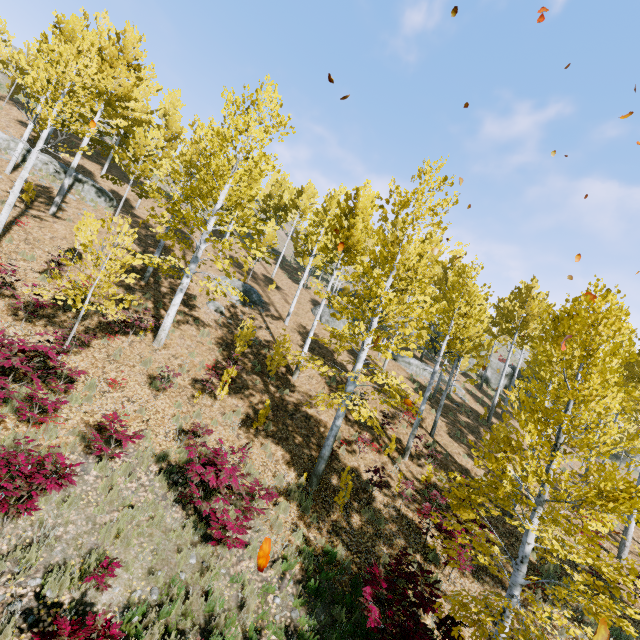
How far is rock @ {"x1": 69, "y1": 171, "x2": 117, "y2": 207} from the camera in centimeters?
2011cm

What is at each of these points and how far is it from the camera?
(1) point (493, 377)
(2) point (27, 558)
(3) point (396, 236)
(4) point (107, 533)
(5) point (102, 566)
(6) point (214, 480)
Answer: (1) rock, 32.5 meters
(2) instancedfoliageactor, 5.4 meters
(3) instancedfoliageactor, 12.0 meters
(4) instancedfoliageactor, 6.3 meters
(5) instancedfoliageactor, 5.8 meters
(6) instancedfoliageactor, 7.1 meters

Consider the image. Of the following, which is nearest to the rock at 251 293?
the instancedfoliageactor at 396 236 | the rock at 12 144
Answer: the instancedfoliageactor at 396 236

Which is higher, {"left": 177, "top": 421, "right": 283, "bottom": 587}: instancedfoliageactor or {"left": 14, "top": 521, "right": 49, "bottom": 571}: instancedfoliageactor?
{"left": 177, "top": 421, "right": 283, "bottom": 587}: instancedfoliageactor

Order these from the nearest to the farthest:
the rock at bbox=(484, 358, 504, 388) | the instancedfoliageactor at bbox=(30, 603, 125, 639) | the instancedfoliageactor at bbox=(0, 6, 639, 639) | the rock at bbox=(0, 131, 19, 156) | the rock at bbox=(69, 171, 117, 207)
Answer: the instancedfoliageactor at bbox=(30, 603, 125, 639)
the instancedfoliageactor at bbox=(0, 6, 639, 639)
the rock at bbox=(0, 131, 19, 156)
the rock at bbox=(69, 171, 117, 207)
the rock at bbox=(484, 358, 504, 388)

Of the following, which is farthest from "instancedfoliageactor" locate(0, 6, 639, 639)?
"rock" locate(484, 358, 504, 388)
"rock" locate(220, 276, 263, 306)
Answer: "rock" locate(220, 276, 263, 306)

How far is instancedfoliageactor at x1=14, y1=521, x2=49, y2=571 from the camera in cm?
→ 530
